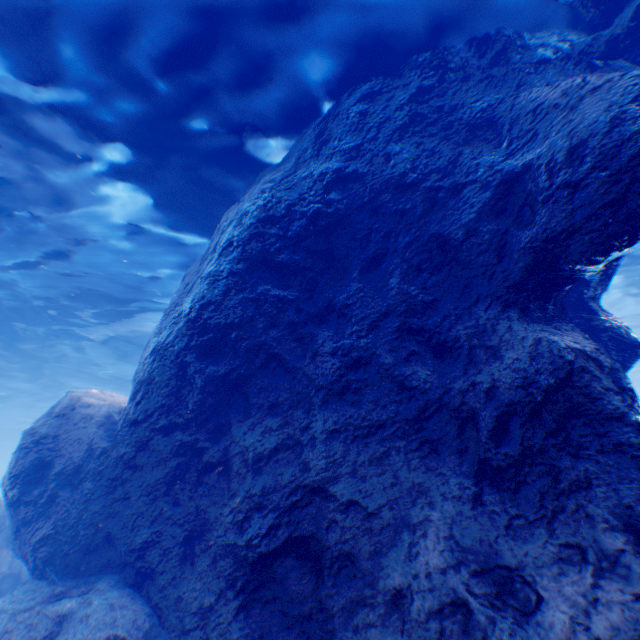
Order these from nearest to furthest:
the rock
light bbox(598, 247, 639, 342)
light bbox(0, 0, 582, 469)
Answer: the rock < light bbox(0, 0, 582, 469) < light bbox(598, 247, 639, 342)

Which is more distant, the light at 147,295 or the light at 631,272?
A: the light at 631,272

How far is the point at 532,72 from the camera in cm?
530

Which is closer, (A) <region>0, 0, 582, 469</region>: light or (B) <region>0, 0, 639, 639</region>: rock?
(B) <region>0, 0, 639, 639</region>: rock

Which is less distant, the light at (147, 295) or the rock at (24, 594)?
the rock at (24, 594)

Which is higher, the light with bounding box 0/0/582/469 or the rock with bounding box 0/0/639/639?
the light with bounding box 0/0/582/469
